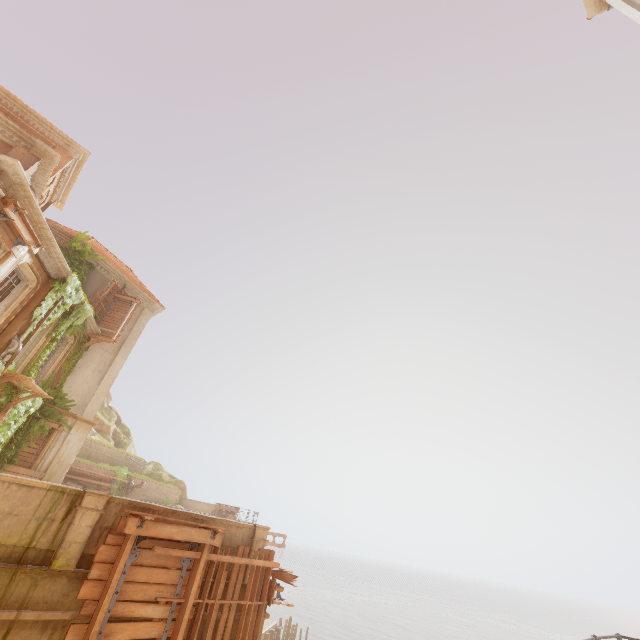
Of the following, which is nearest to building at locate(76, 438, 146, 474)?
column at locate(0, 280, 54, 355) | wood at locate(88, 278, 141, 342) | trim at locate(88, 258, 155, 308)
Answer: column at locate(0, 280, 54, 355)

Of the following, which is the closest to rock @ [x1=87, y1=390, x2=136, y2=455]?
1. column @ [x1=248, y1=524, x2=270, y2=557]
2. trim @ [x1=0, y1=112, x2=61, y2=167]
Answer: trim @ [x1=0, y1=112, x2=61, y2=167]

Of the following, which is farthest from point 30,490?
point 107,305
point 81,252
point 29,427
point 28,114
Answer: point 28,114

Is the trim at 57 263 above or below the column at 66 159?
below

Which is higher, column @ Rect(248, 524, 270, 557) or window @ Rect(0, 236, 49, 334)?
window @ Rect(0, 236, 49, 334)

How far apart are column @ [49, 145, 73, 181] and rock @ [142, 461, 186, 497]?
26.5 meters

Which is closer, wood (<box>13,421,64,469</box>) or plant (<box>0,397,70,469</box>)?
plant (<box>0,397,70,469</box>)

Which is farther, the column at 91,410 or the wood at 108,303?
the wood at 108,303
